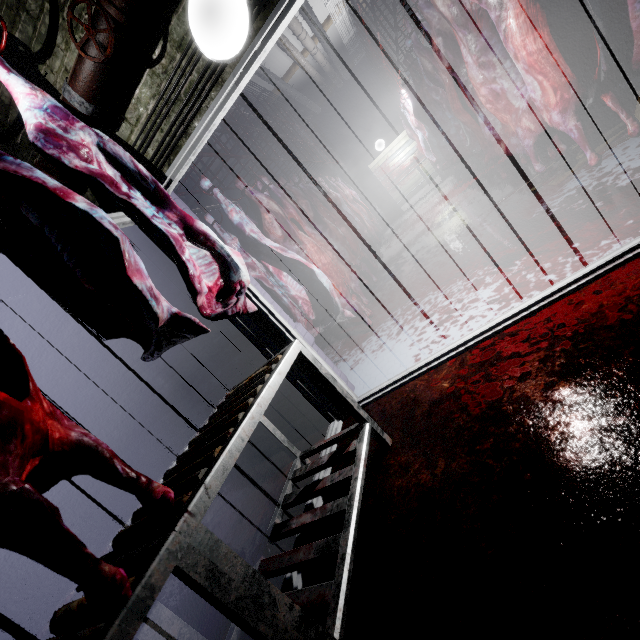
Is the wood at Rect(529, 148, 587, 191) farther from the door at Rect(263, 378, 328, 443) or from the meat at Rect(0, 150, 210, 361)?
the meat at Rect(0, 150, 210, 361)

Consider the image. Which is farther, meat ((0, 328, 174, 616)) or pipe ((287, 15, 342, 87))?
pipe ((287, 15, 342, 87))

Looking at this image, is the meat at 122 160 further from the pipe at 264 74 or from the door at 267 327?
the pipe at 264 74

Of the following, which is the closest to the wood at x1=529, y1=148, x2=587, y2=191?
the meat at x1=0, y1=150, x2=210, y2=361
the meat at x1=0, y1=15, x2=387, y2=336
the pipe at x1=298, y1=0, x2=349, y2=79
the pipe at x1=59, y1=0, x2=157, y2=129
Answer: the meat at x1=0, y1=15, x2=387, y2=336

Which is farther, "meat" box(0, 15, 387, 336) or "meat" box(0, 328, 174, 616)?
"meat" box(0, 15, 387, 336)

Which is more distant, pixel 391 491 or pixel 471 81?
pixel 471 81

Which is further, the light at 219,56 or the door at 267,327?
the door at 267,327

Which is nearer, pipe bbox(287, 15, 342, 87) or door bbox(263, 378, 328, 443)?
door bbox(263, 378, 328, 443)
